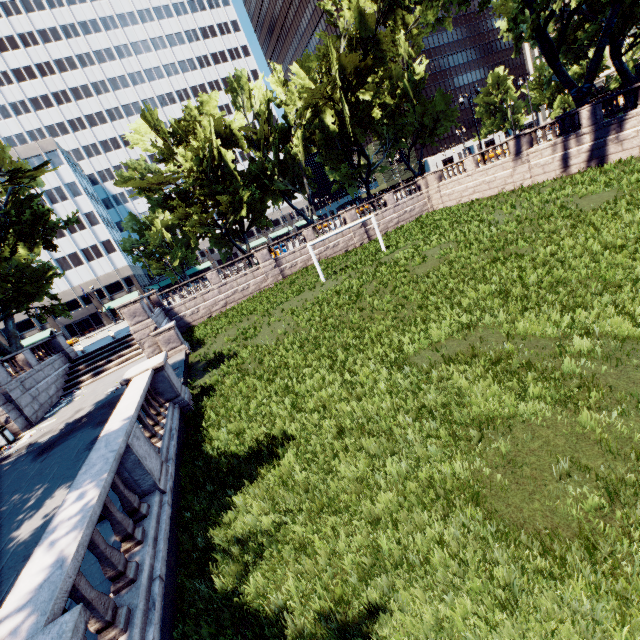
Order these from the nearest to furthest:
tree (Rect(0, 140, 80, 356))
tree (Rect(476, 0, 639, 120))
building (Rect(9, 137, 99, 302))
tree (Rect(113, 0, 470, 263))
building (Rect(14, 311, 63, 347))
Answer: tree (Rect(476, 0, 639, 120)) → tree (Rect(0, 140, 80, 356)) → tree (Rect(113, 0, 470, 263)) → building (Rect(9, 137, 99, 302)) → building (Rect(14, 311, 63, 347))

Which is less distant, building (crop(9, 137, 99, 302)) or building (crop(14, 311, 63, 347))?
building (crop(9, 137, 99, 302))

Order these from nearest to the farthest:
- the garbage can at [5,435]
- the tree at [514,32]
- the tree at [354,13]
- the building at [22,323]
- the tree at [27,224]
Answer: the garbage can at [5,435], the tree at [514,32], the tree at [27,224], the tree at [354,13], the building at [22,323]

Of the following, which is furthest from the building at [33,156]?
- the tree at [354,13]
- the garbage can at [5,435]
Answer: the garbage can at [5,435]

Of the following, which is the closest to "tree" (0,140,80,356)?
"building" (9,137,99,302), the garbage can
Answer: "building" (9,137,99,302)

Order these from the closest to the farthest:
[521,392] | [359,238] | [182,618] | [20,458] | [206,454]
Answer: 1. [182,618]
2. [521,392]
3. [206,454]
4. [20,458]
5. [359,238]

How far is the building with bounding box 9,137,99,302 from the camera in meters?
55.7
